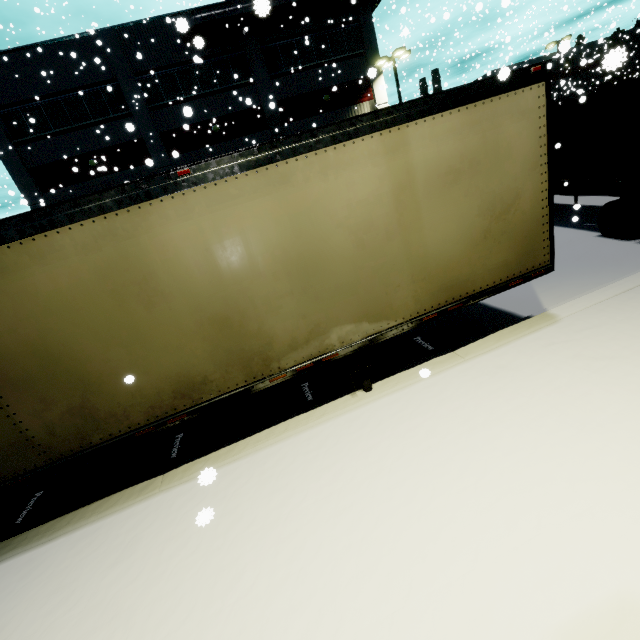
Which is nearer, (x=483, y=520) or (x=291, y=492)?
(x=483, y=520)

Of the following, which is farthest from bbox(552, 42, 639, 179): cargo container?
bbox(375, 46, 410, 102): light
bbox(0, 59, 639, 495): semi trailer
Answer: bbox(375, 46, 410, 102): light

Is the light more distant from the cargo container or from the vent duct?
the vent duct

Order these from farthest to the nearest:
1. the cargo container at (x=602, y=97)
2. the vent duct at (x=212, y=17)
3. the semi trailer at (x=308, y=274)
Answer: the cargo container at (x=602, y=97)
the vent duct at (x=212, y=17)
the semi trailer at (x=308, y=274)

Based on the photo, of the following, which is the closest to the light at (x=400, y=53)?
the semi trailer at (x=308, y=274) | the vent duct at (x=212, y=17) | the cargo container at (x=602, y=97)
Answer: the semi trailer at (x=308, y=274)

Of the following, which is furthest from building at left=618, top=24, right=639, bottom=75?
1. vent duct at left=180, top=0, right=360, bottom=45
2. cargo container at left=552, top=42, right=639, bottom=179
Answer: cargo container at left=552, top=42, right=639, bottom=179

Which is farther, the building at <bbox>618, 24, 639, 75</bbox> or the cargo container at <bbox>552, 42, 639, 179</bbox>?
the building at <bbox>618, 24, 639, 75</bbox>

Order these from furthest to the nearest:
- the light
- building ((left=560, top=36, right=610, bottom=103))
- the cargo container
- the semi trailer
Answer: building ((left=560, top=36, right=610, bottom=103)) → the light → the cargo container → the semi trailer
